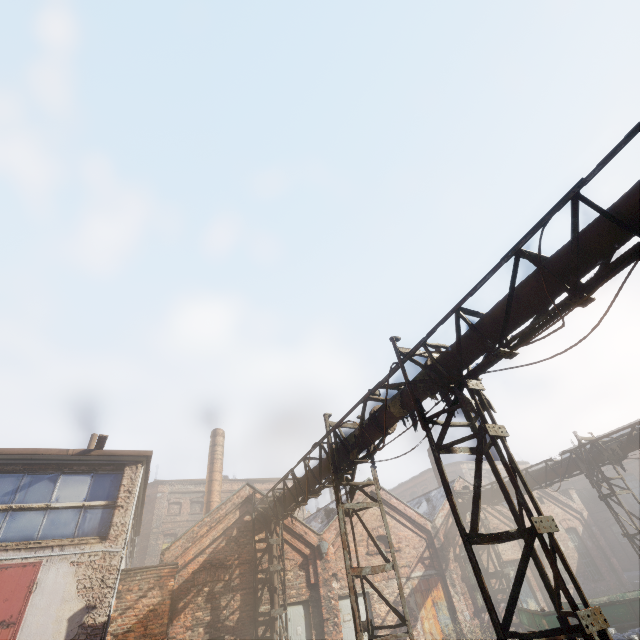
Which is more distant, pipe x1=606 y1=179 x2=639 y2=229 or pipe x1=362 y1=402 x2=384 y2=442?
pipe x1=362 y1=402 x2=384 y2=442

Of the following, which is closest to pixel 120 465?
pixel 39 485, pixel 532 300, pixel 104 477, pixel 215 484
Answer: pixel 104 477

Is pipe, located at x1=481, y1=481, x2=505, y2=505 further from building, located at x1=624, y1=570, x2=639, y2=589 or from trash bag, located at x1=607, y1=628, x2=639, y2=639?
building, located at x1=624, y1=570, x2=639, y2=589

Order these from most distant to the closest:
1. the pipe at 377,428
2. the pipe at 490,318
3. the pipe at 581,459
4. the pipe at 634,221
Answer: the pipe at 581,459, the pipe at 377,428, the pipe at 490,318, the pipe at 634,221

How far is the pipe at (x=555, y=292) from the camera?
4.8m

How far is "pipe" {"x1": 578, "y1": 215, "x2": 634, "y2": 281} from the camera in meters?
4.2 m

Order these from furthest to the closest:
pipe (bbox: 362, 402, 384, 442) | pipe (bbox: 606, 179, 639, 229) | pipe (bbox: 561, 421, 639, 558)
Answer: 1. pipe (bbox: 561, 421, 639, 558)
2. pipe (bbox: 362, 402, 384, 442)
3. pipe (bbox: 606, 179, 639, 229)
